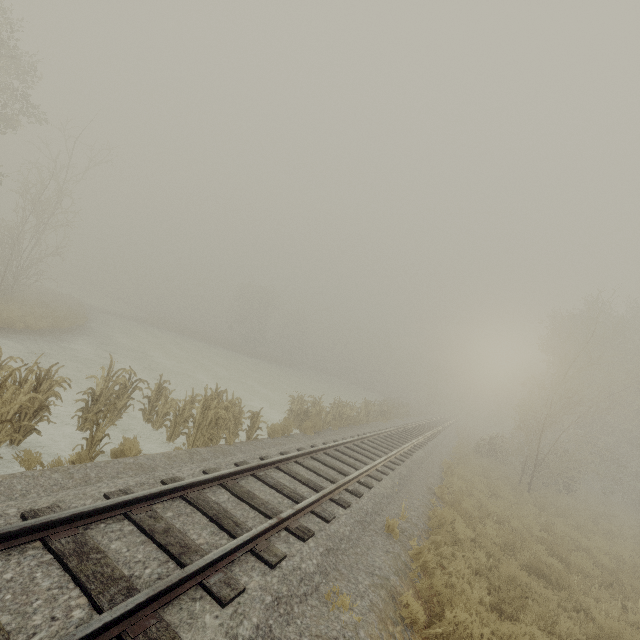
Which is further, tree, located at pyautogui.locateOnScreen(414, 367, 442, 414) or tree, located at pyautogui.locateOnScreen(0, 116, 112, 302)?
tree, located at pyautogui.locateOnScreen(414, 367, 442, 414)

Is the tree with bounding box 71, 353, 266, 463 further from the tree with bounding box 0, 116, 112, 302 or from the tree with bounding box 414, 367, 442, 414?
the tree with bounding box 414, 367, 442, 414

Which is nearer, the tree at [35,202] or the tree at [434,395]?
the tree at [35,202]

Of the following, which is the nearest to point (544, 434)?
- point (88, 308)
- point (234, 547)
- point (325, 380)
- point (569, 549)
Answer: point (569, 549)

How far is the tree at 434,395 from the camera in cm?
5300

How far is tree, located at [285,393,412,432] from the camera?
14.5m

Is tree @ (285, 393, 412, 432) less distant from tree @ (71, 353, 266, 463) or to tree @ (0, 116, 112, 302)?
tree @ (71, 353, 266, 463)

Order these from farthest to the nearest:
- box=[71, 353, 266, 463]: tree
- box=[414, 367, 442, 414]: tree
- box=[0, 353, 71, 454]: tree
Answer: box=[414, 367, 442, 414]: tree
box=[71, 353, 266, 463]: tree
box=[0, 353, 71, 454]: tree
